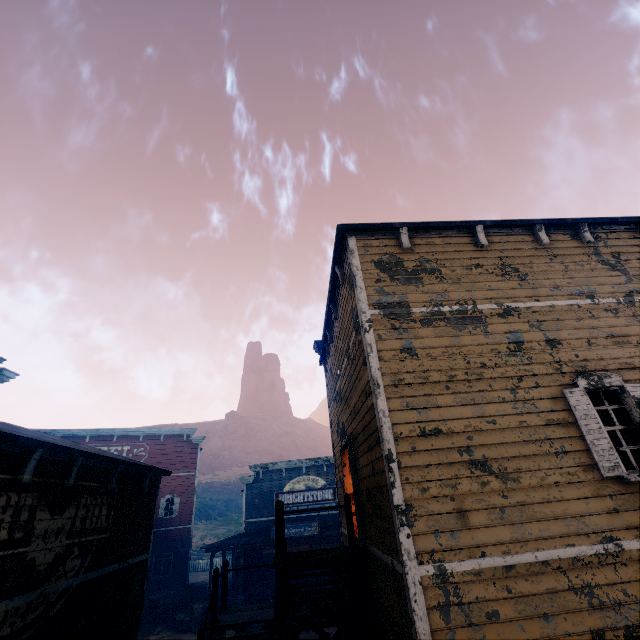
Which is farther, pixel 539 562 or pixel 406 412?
pixel 406 412

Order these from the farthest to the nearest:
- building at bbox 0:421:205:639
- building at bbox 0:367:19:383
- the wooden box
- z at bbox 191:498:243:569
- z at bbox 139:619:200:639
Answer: z at bbox 191:498:243:569, the wooden box, z at bbox 139:619:200:639, building at bbox 0:367:19:383, building at bbox 0:421:205:639

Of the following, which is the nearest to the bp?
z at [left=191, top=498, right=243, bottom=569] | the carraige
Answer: z at [left=191, top=498, right=243, bottom=569]

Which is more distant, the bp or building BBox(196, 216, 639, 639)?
the bp

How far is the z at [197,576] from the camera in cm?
3166

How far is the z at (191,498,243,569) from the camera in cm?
4249

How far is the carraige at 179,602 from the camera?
19.5m

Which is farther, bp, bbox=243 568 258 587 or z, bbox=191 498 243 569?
z, bbox=191 498 243 569
